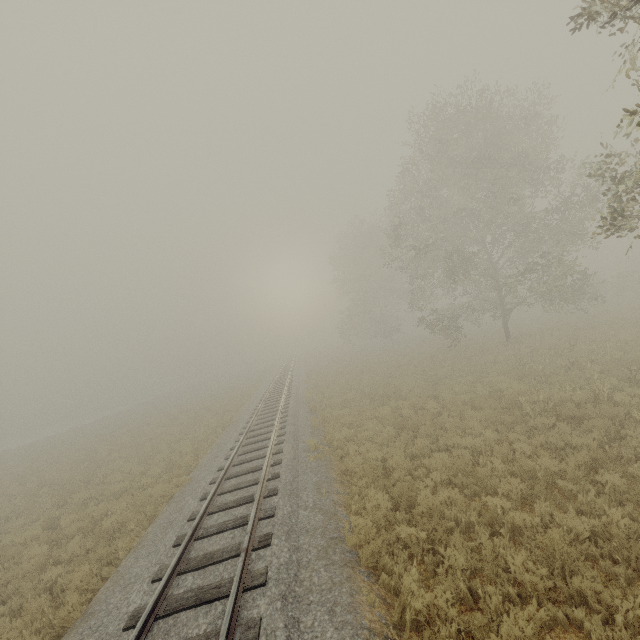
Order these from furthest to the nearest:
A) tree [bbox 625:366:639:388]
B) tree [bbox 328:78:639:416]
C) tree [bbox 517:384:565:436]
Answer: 1. tree [bbox 328:78:639:416]
2. tree [bbox 625:366:639:388]
3. tree [bbox 517:384:565:436]

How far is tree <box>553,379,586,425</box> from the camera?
9.5m

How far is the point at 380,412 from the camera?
14.3 meters

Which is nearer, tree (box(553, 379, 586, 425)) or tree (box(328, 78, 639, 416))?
tree (box(553, 379, 586, 425))

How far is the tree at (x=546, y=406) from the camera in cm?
918

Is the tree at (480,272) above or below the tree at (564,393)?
above
